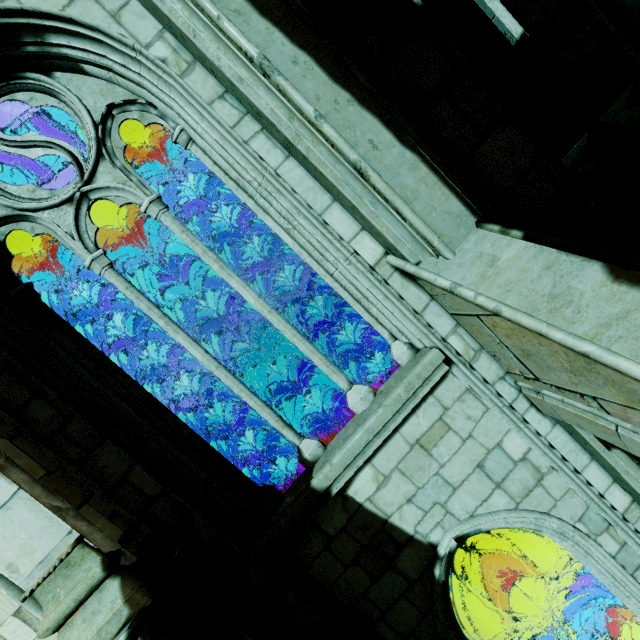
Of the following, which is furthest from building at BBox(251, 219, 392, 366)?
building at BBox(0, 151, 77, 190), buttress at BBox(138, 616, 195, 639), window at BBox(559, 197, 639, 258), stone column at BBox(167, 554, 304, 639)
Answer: buttress at BBox(138, 616, 195, 639)

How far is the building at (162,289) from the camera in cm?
441

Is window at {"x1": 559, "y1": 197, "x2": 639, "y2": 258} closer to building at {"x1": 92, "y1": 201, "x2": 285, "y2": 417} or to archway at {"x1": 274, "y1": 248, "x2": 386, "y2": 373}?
building at {"x1": 92, "y1": 201, "x2": 285, "y2": 417}

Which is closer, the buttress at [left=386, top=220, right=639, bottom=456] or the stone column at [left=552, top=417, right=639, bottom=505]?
the buttress at [left=386, top=220, right=639, bottom=456]

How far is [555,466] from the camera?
3.62m

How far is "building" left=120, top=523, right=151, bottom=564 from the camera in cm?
266

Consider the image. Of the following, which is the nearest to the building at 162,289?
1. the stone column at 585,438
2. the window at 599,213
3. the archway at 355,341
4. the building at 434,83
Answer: the archway at 355,341

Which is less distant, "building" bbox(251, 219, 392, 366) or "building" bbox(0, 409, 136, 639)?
"building" bbox(0, 409, 136, 639)
